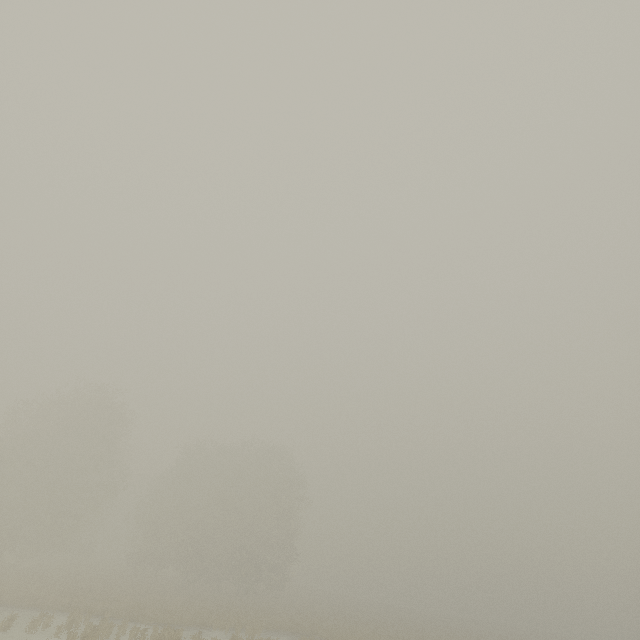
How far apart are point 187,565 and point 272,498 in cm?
1076
